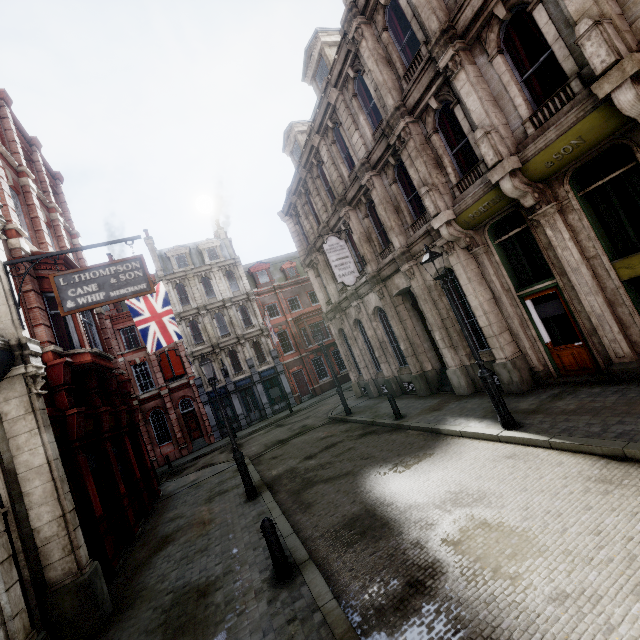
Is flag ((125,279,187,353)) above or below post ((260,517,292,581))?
above

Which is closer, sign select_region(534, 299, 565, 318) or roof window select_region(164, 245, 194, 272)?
sign select_region(534, 299, 565, 318)

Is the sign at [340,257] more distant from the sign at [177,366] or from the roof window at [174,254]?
the roof window at [174,254]

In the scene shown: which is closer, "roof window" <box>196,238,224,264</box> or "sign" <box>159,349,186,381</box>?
"sign" <box>159,349,186,381</box>

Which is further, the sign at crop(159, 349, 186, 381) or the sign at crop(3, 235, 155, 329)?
the sign at crop(159, 349, 186, 381)

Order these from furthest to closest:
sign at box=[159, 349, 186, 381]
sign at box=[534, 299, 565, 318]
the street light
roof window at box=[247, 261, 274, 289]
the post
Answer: roof window at box=[247, 261, 274, 289]
sign at box=[159, 349, 186, 381]
sign at box=[534, 299, 565, 318]
the street light
the post

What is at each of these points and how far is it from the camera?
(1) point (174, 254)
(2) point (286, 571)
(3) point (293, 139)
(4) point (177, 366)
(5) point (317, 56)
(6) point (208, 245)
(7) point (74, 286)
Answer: (1) roof window, 32.9 meters
(2) post, 5.4 meters
(3) roof window, 19.7 meters
(4) sign, 29.1 meters
(5) roof window, 15.0 meters
(6) roof window, 34.2 meters
(7) sign, 7.8 meters

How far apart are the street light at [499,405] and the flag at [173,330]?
11.33m
